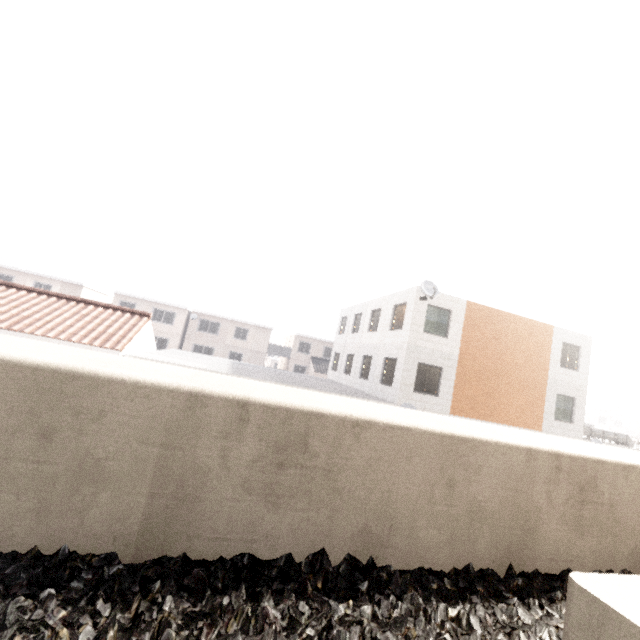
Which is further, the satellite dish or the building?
the building

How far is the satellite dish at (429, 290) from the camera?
15.5 meters

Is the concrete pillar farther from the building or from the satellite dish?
the building

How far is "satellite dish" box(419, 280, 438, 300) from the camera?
15.51m

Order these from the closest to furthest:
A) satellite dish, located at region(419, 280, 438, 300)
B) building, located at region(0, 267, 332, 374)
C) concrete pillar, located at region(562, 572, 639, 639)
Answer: concrete pillar, located at region(562, 572, 639, 639) < satellite dish, located at region(419, 280, 438, 300) < building, located at region(0, 267, 332, 374)

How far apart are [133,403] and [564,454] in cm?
317

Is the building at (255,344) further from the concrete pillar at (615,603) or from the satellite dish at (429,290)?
the concrete pillar at (615,603)

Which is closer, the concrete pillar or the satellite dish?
the concrete pillar
